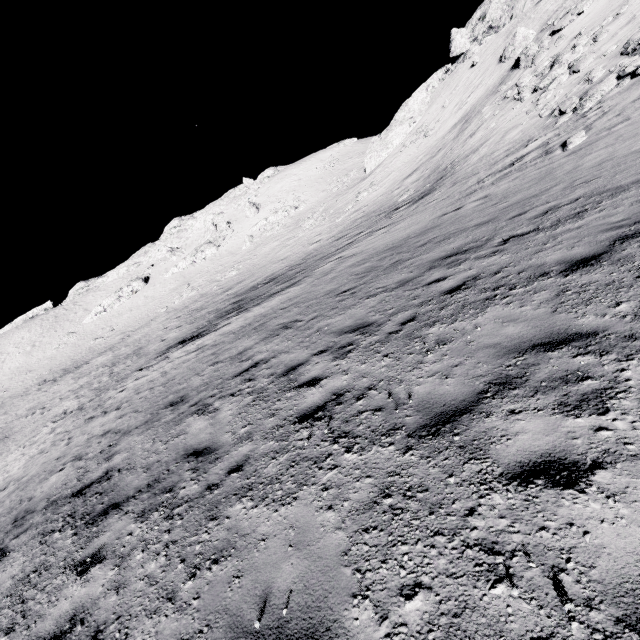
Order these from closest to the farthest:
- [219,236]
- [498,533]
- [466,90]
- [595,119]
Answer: [498,533] < [595,119] < [466,90] < [219,236]

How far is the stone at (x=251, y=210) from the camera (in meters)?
57.82

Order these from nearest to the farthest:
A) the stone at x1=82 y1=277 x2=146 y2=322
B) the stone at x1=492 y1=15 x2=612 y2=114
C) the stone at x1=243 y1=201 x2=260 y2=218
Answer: the stone at x1=492 y1=15 x2=612 y2=114 < the stone at x1=82 y1=277 x2=146 y2=322 < the stone at x1=243 y1=201 x2=260 y2=218

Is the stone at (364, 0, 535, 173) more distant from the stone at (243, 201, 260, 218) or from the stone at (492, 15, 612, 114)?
the stone at (243, 201, 260, 218)

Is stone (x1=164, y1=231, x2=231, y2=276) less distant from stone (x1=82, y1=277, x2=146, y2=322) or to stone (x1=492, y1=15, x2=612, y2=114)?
stone (x1=82, y1=277, x2=146, y2=322)

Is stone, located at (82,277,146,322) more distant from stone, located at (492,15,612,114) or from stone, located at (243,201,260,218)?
stone, located at (492,15,612,114)

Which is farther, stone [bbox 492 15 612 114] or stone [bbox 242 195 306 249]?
stone [bbox 242 195 306 249]

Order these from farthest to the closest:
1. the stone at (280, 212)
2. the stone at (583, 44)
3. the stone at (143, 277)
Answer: the stone at (143, 277)
the stone at (280, 212)
the stone at (583, 44)
